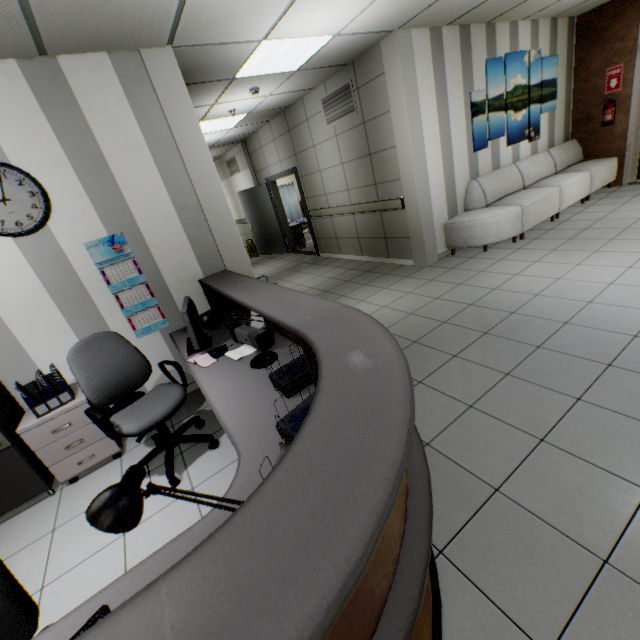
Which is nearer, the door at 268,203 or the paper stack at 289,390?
the paper stack at 289,390

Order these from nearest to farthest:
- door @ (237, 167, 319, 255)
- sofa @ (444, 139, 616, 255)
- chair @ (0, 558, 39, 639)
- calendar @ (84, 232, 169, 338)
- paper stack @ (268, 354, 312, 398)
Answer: chair @ (0, 558, 39, 639) → paper stack @ (268, 354, 312, 398) → calendar @ (84, 232, 169, 338) → sofa @ (444, 139, 616, 255) → door @ (237, 167, 319, 255)

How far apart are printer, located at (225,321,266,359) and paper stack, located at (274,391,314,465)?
0.9 meters

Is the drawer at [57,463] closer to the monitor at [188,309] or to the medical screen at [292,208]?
the monitor at [188,309]

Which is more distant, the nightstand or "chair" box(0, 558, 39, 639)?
the nightstand

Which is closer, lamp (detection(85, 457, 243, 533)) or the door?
lamp (detection(85, 457, 243, 533))

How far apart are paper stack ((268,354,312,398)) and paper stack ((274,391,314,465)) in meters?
0.2

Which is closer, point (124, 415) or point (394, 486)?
point (394, 486)
